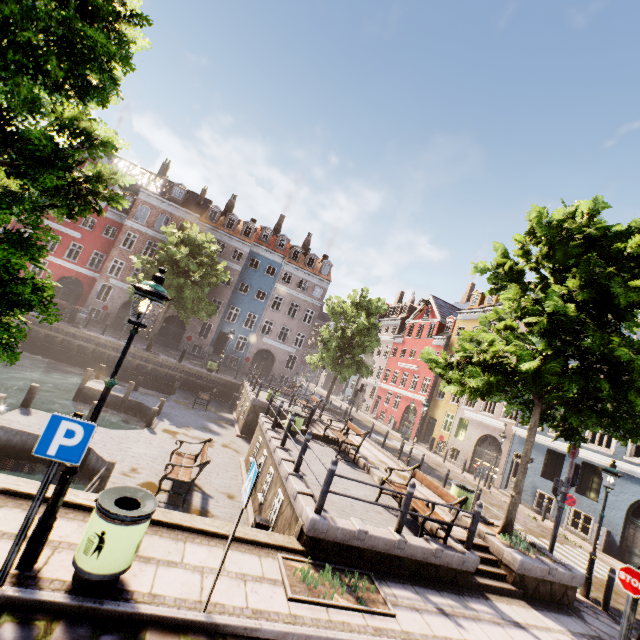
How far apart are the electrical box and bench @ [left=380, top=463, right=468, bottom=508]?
→ 3.4m

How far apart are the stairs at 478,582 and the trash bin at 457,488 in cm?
149

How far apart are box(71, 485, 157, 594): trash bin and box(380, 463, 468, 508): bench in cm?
603

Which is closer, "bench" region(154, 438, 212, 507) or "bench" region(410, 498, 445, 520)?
"bench" region(410, 498, 445, 520)

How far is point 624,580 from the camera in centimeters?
662cm

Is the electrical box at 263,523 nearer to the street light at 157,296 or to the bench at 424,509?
the bench at 424,509

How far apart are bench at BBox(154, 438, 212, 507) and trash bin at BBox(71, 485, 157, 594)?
4.9 meters

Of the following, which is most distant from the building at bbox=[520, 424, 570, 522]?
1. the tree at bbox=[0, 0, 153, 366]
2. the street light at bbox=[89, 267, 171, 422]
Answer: the tree at bbox=[0, 0, 153, 366]
